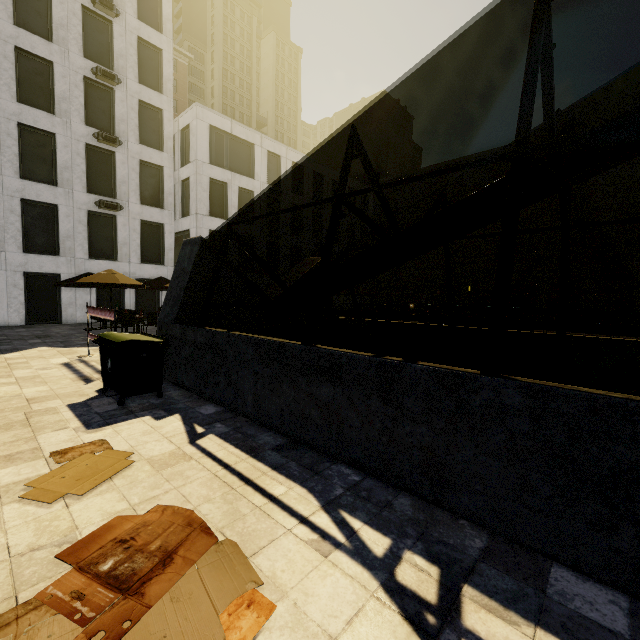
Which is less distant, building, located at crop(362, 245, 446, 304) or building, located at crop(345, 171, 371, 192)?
building, located at crop(345, 171, 371, 192)

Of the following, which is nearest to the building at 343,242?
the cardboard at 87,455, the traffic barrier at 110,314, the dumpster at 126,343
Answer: the traffic barrier at 110,314

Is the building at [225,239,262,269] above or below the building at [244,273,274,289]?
above

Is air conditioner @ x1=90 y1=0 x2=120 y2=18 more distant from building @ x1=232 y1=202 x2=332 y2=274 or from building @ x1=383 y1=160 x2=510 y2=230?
building @ x1=383 y1=160 x2=510 y2=230

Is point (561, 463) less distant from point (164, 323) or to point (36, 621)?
point (36, 621)

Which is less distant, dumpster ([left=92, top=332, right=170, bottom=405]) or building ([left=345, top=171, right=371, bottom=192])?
dumpster ([left=92, top=332, right=170, bottom=405])

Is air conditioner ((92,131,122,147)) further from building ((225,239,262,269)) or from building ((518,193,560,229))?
building ((518,193,560,229))

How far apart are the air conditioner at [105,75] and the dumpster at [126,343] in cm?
2128
